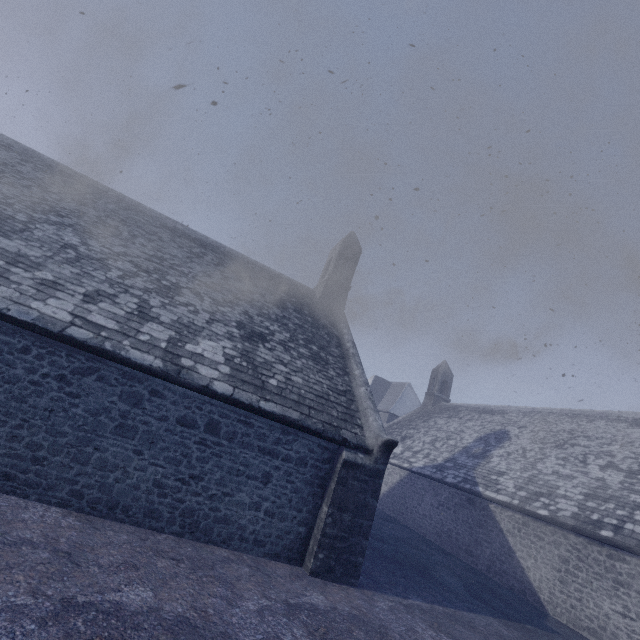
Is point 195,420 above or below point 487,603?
above
